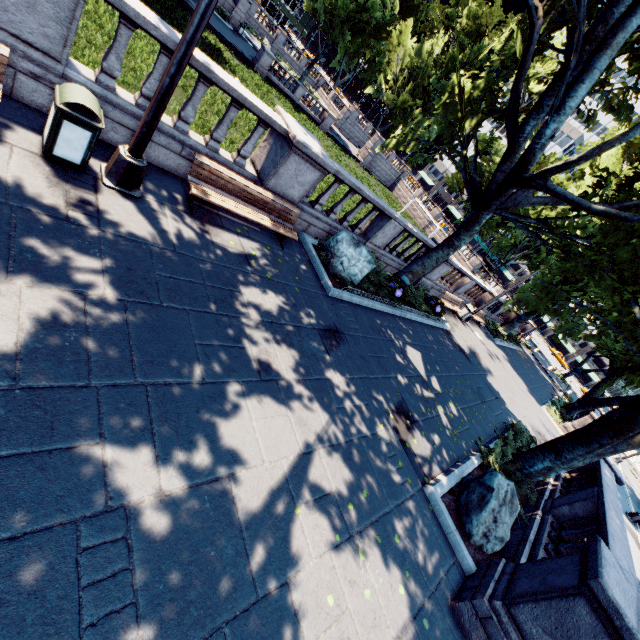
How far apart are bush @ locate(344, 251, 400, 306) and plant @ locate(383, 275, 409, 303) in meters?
0.0

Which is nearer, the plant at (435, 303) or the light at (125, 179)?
the light at (125, 179)

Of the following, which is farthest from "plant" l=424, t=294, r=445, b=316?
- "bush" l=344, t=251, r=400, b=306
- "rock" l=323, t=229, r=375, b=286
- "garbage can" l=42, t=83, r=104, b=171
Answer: "garbage can" l=42, t=83, r=104, b=171

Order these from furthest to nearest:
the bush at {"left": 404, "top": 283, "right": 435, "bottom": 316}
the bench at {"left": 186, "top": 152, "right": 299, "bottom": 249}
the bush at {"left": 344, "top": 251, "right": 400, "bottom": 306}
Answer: the bush at {"left": 404, "top": 283, "right": 435, "bottom": 316}, the bush at {"left": 344, "top": 251, "right": 400, "bottom": 306}, the bench at {"left": 186, "top": 152, "right": 299, "bottom": 249}

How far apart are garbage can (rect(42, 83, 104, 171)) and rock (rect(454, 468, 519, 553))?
9.3 meters

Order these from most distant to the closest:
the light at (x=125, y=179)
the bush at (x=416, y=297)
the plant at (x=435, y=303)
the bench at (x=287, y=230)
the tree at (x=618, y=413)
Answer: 1. the plant at (x=435, y=303)
2. the bush at (x=416, y=297)
3. the tree at (x=618, y=413)
4. the bench at (x=287, y=230)
5. the light at (x=125, y=179)

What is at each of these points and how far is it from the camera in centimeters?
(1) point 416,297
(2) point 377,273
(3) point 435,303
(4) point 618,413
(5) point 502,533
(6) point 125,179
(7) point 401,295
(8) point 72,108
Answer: (1) bush, 1415cm
(2) bush, 1184cm
(3) plant, 1520cm
(4) tree, 791cm
(5) rock, 671cm
(6) light, 535cm
(7) plant, 1171cm
(8) garbage can, 449cm

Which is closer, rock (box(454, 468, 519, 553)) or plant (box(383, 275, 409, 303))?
rock (box(454, 468, 519, 553))
